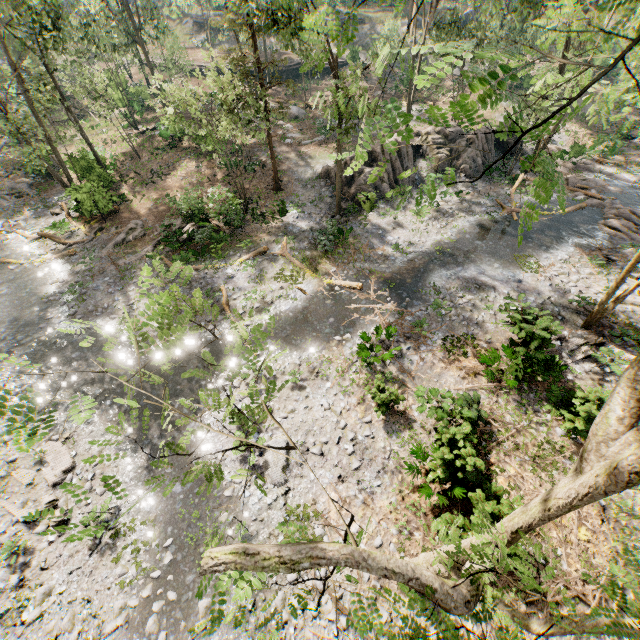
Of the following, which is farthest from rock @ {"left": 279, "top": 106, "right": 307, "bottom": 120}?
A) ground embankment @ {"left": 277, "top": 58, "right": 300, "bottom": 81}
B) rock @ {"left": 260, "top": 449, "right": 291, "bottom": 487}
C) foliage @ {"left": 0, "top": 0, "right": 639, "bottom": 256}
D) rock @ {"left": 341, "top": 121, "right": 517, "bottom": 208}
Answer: rock @ {"left": 260, "top": 449, "right": 291, "bottom": 487}

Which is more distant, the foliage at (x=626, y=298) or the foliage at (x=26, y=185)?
the foliage at (x=26, y=185)

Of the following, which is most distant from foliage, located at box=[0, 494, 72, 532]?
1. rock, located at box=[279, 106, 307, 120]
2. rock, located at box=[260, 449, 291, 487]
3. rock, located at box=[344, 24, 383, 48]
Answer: rock, located at box=[260, 449, 291, 487]

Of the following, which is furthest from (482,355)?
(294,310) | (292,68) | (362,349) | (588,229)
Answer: (292,68)

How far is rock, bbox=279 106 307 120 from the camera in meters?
33.6

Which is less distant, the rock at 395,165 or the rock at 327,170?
the rock at 395,165

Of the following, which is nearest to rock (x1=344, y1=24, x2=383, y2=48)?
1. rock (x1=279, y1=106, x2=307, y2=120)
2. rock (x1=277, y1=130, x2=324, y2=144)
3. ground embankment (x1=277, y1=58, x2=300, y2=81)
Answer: ground embankment (x1=277, y1=58, x2=300, y2=81)

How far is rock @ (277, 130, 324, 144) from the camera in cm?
3012
